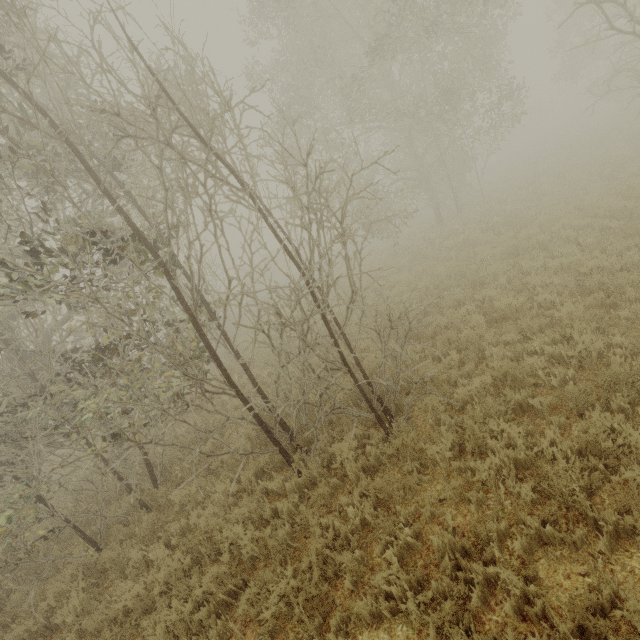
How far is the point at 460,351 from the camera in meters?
7.6 m
